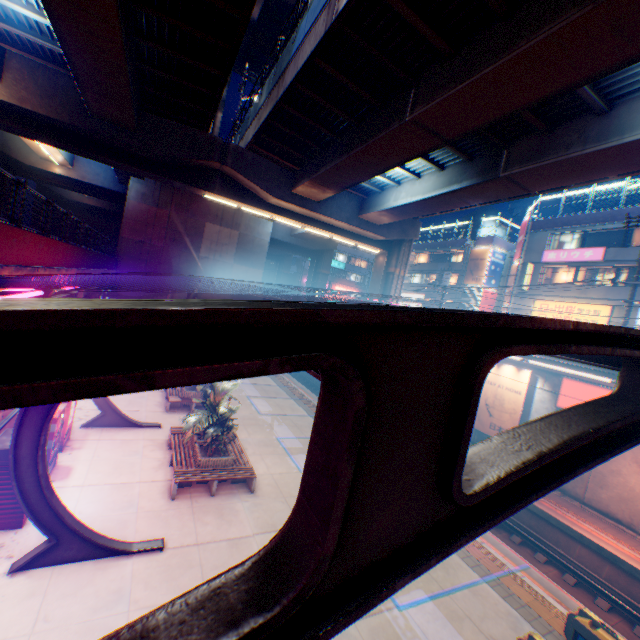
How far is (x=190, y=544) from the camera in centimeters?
837cm

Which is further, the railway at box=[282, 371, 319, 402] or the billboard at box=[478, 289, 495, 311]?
the billboard at box=[478, 289, 495, 311]

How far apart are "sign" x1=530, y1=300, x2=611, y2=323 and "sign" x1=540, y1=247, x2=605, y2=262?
3.2 meters

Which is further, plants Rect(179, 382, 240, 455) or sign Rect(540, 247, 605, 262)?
sign Rect(540, 247, 605, 262)

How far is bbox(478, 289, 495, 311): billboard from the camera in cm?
3725

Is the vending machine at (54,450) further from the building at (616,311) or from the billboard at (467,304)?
the billboard at (467,304)

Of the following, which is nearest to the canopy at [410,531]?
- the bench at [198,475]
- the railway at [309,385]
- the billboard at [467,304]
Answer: the bench at [198,475]

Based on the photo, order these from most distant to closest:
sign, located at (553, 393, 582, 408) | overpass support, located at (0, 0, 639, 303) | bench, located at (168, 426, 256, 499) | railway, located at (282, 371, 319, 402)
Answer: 1. railway, located at (282, 371, 319, 402)
2. sign, located at (553, 393, 582, 408)
3. bench, located at (168, 426, 256, 499)
4. overpass support, located at (0, 0, 639, 303)
